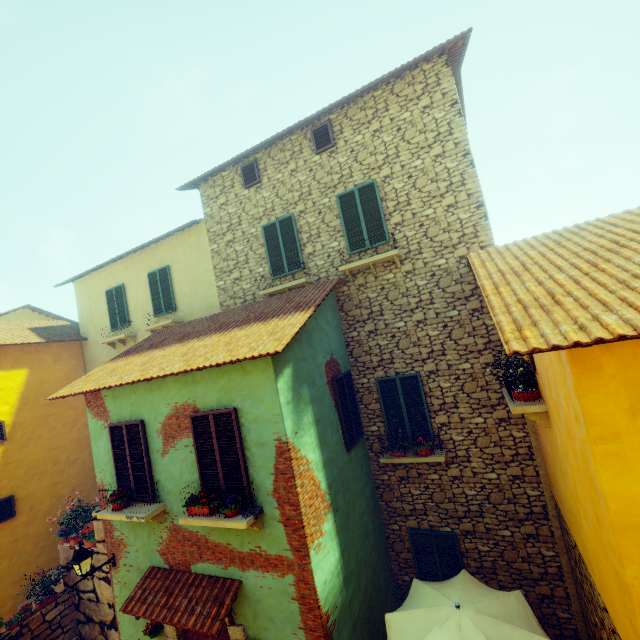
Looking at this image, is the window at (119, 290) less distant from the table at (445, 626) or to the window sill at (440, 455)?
the window sill at (440, 455)

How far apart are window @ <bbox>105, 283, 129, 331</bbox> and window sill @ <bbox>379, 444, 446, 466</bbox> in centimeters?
1024cm

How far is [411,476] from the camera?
7.9 meters

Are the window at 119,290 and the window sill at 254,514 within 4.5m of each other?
no

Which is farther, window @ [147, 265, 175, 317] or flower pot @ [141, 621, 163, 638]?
window @ [147, 265, 175, 317]

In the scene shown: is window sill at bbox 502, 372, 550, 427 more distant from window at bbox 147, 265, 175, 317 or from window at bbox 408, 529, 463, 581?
window at bbox 147, 265, 175, 317

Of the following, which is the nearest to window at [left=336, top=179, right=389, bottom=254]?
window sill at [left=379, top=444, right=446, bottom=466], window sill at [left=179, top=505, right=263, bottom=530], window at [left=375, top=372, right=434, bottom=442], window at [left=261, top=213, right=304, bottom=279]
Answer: window at [left=261, top=213, right=304, bottom=279]

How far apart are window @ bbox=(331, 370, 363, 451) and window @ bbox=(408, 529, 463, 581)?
2.6m
